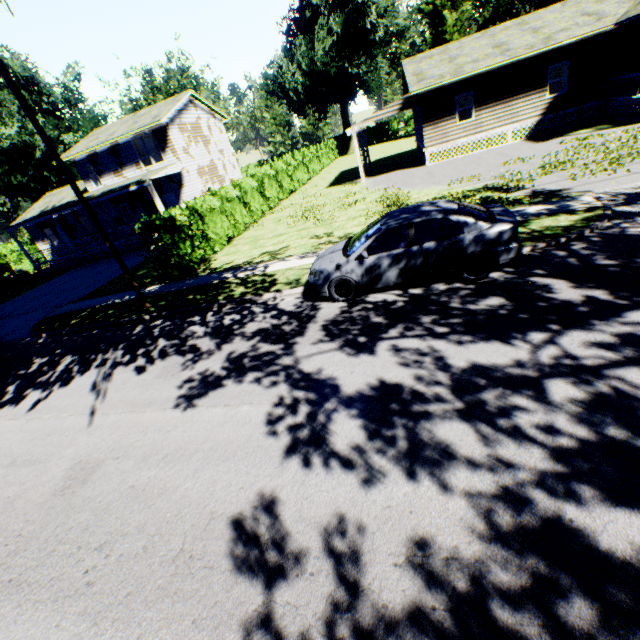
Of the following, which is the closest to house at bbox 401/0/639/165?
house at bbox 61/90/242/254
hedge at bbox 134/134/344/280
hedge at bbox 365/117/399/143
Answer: hedge at bbox 134/134/344/280

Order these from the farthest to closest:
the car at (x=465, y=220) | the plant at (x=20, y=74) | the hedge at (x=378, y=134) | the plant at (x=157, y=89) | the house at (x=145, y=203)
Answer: the hedge at (x=378, y=134), the plant at (x=157, y=89), the plant at (x=20, y=74), the house at (x=145, y=203), the car at (x=465, y=220)

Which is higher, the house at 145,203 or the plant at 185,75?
the plant at 185,75

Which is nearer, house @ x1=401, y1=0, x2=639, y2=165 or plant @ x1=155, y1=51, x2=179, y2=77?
house @ x1=401, y1=0, x2=639, y2=165

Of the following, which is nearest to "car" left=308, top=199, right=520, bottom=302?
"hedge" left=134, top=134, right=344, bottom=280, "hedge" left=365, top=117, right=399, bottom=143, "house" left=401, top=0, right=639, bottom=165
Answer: "hedge" left=134, top=134, right=344, bottom=280

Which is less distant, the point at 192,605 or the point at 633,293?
the point at 192,605

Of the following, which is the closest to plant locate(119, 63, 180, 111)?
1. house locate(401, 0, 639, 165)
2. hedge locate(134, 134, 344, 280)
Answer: house locate(401, 0, 639, 165)

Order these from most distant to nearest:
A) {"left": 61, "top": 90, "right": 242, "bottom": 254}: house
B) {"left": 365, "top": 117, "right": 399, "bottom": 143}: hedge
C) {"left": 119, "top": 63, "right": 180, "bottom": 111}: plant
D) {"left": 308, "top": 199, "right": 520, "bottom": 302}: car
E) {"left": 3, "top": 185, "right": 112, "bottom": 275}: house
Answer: {"left": 365, "top": 117, "right": 399, "bottom": 143}: hedge < {"left": 119, "top": 63, "right": 180, "bottom": 111}: plant < {"left": 3, "top": 185, "right": 112, "bottom": 275}: house < {"left": 61, "top": 90, "right": 242, "bottom": 254}: house < {"left": 308, "top": 199, "right": 520, "bottom": 302}: car
